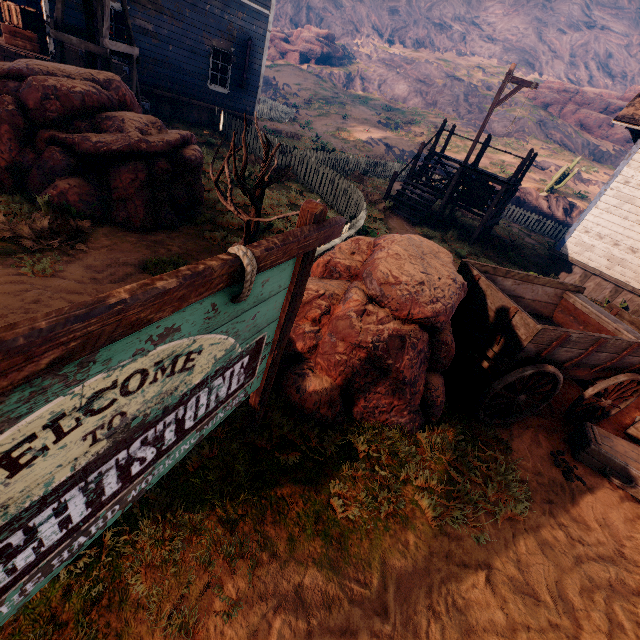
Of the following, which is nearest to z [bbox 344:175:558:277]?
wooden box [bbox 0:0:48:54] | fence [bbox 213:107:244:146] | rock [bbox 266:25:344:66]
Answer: fence [bbox 213:107:244:146]

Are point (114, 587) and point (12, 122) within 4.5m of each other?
no

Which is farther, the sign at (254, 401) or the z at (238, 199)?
the z at (238, 199)

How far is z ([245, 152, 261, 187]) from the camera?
9.7m

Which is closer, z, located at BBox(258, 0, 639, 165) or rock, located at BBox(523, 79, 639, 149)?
z, located at BBox(258, 0, 639, 165)

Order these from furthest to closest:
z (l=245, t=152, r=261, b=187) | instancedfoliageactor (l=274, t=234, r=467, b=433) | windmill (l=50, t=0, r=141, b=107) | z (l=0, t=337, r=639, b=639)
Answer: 1. z (l=245, t=152, r=261, b=187)
2. windmill (l=50, t=0, r=141, b=107)
3. instancedfoliageactor (l=274, t=234, r=467, b=433)
4. z (l=0, t=337, r=639, b=639)

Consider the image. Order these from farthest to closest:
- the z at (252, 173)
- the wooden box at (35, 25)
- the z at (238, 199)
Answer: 1. the wooden box at (35, 25)
2. the z at (252, 173)
3. the z at (238, 199)
